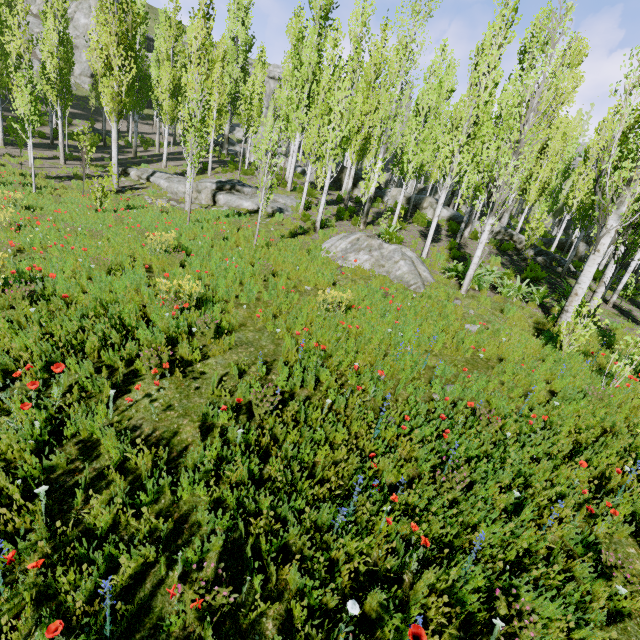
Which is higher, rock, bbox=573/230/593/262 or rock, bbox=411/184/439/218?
rock, bbox=411/184/439/218

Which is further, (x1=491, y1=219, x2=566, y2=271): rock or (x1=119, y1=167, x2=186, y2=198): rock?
(x1=119, y1=167, x2=186, y2=198): rock

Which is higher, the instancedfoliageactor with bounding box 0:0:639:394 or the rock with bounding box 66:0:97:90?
the rock with bounding box 66:0:97:90

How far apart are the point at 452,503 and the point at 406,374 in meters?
2.4 m

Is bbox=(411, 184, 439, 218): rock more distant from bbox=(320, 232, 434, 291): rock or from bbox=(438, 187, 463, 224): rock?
bbox=(320, 232, 434, 291): rock

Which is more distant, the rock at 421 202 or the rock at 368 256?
the rock at 421 202

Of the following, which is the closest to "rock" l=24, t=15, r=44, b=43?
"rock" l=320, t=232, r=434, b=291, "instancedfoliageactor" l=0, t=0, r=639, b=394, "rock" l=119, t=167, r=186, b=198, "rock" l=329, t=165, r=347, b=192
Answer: "instancedfoliageactor" l=0, t=0, r=639, b=394
